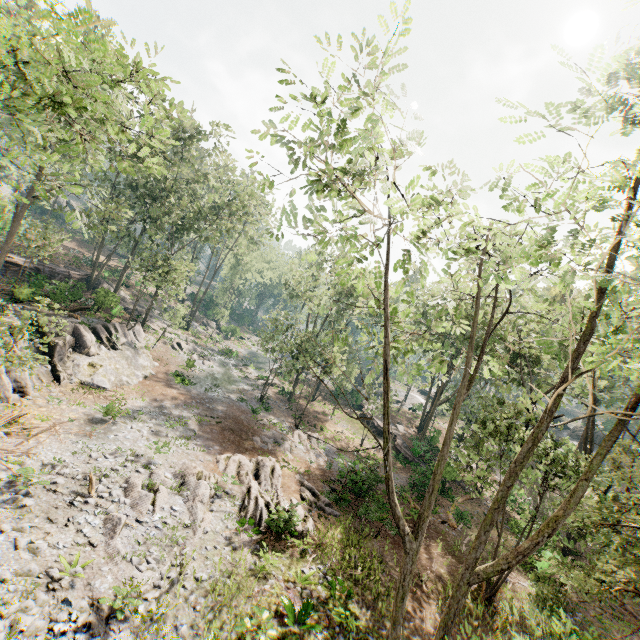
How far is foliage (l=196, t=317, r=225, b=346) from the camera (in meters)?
49.77

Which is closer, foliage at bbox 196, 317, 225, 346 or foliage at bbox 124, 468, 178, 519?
foliage at bbox 124, 468, 178, 519

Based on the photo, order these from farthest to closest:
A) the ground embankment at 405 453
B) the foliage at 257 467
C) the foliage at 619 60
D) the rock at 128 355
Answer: the ground embankment at 405 453 → the rock at 128 355 → the foliage at 257 467 → the foliage at 619 60

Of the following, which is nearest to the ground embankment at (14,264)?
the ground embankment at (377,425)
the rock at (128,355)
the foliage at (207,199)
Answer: the foliage at (207,199)

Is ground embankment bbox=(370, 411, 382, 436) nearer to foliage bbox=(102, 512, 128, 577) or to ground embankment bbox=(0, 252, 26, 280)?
foliage bbox=(102, 512, 128, 577)

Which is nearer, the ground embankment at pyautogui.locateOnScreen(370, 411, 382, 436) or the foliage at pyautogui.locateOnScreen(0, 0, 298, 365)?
the foliage at pyautogui.locateOnScreen(0, 0, 298, 365)

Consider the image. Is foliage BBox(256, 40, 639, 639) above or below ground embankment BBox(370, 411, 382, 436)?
above

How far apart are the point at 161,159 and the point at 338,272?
31.6 meters
